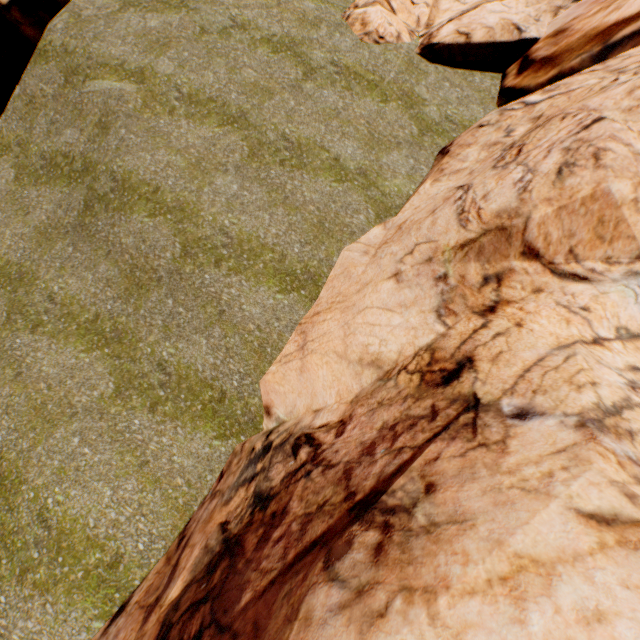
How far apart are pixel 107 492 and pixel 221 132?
8.3m
